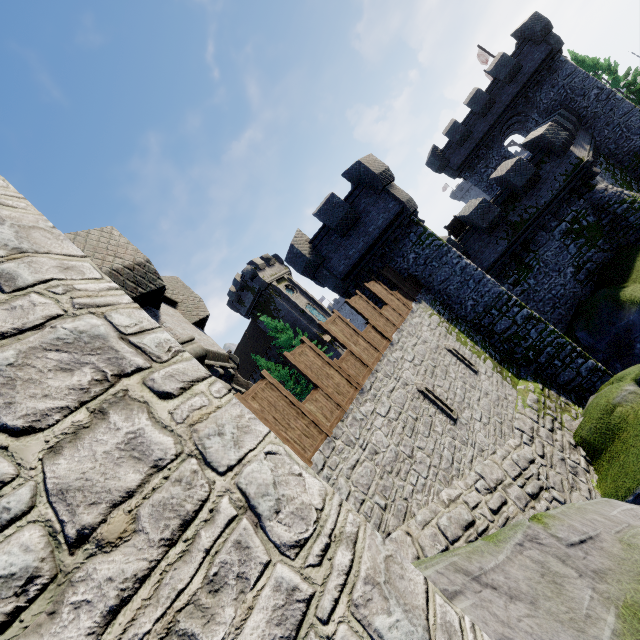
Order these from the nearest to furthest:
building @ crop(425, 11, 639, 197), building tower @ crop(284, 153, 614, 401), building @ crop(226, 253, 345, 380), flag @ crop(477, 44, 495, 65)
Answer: building tower @ crop(284, 153, 614, 401) → building @ crop(425, 11, 639, 197) → flag @ crop(477, 44, 495, 65) → building @ crop(226, 253, 345, 380)

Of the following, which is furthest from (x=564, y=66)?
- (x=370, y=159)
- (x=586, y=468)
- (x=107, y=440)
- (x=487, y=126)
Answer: (x=107, y=440)

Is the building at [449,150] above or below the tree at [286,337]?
below

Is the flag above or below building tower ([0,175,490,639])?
above

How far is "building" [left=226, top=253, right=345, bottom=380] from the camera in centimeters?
4122cm

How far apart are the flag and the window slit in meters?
37.7

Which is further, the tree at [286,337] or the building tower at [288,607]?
the tree at [286,337]

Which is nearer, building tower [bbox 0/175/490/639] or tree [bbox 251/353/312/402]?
building tower [bbox 0/175/490/639]
